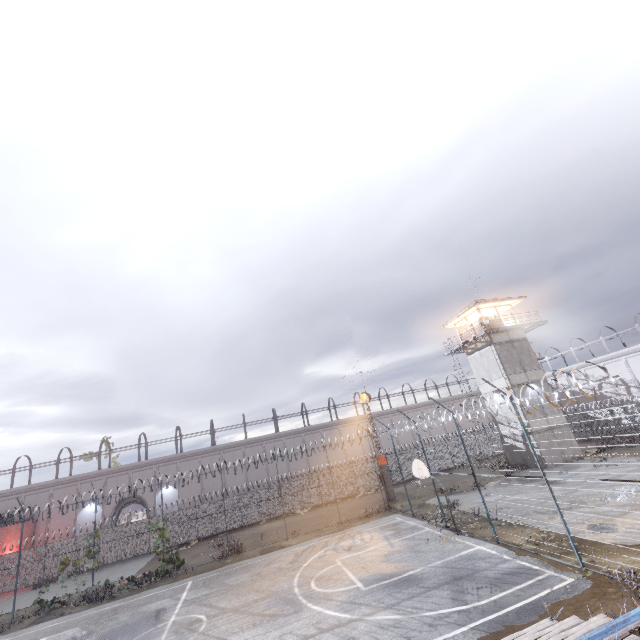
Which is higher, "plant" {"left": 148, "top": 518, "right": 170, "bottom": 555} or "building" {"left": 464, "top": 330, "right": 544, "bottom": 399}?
"building" {"left": 464, "top": 330, "right": 544, "bottom": 399}

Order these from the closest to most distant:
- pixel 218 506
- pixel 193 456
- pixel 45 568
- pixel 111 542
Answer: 1. pixel 45 568
2. pixel 111 542
3. pixel 218 506
4. pixel 193 456

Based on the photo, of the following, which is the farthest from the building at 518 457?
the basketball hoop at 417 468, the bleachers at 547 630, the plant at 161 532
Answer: the plant at 161 532

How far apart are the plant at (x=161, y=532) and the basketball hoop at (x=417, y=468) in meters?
16.5

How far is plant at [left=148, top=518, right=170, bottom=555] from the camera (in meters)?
20.83

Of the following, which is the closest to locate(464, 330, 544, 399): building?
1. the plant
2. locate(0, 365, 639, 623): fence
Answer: locate(0, 365, 639, 623): fence

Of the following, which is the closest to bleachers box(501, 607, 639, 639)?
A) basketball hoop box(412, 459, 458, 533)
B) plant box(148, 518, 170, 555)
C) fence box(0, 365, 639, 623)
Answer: fence box(0, 365, 639, 623)

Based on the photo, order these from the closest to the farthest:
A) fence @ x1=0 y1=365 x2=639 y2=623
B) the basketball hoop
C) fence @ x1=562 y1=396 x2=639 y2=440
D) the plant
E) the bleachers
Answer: the bleachers → fence @ x1=562 y1=396 x2=639 y2=440 → fence @ x1=0 y1=365 x2=639 y2=623 → the basketball hoop → the plant
